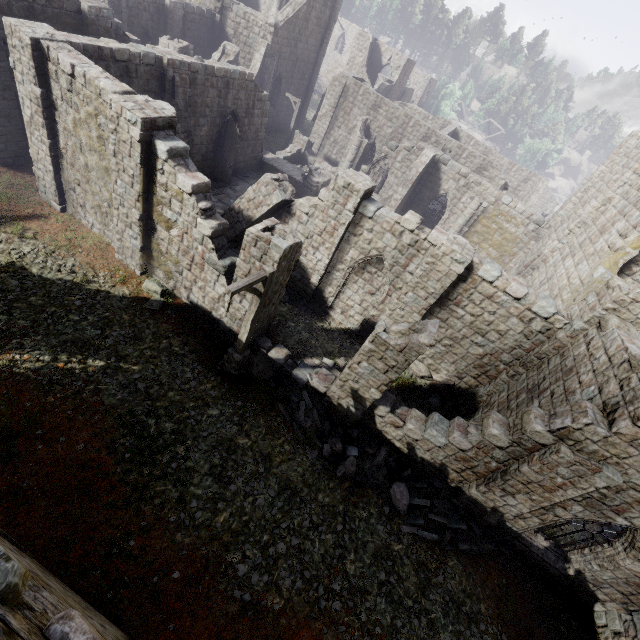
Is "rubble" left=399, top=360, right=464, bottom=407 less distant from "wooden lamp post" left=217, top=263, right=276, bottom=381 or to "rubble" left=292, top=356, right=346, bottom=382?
"rubble" left=292, top=356, right=346, bottom=382

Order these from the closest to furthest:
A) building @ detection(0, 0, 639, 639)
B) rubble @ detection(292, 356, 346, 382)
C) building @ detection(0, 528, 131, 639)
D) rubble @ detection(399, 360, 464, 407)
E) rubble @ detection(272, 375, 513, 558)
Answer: building @ detection(0, 528, 131, 639)
building @ detection(0, 0, 639, 639)
rubble @ detection(272, 375, 513, 558)
rubble @ detection(292, 356, 346, 382)
rubble @ detection(399, 360, 464, 407)

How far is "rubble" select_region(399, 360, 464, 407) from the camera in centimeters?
1431cm

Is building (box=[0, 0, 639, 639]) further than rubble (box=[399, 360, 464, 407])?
No

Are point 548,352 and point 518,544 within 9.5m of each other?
yes

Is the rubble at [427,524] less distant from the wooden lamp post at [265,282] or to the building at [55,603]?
the building at [55,603]

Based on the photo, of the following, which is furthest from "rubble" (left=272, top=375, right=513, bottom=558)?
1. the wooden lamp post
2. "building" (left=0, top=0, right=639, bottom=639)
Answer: the wooden lamp post

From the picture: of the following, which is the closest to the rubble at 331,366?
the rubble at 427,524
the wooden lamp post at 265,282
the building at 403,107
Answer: the rubble at 427,524
